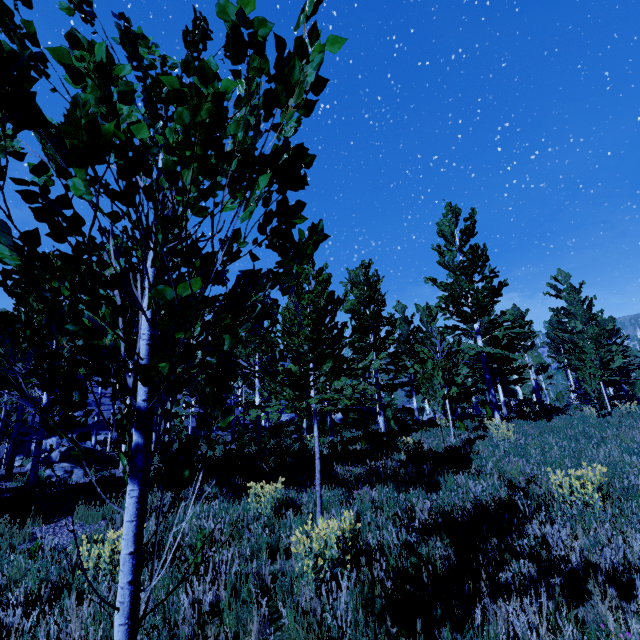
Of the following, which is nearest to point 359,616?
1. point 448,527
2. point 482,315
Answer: point 448,527

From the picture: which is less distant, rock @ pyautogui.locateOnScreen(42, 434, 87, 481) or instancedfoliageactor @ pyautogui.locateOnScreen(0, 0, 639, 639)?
instancedfoliageactor @ pyautogui.locateOnScreen(0, 0, 639, 639)

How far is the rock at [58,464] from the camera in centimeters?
1052cm

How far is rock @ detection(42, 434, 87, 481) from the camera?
10.5 meters

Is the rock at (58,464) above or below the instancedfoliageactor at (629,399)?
below

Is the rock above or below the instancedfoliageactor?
below
